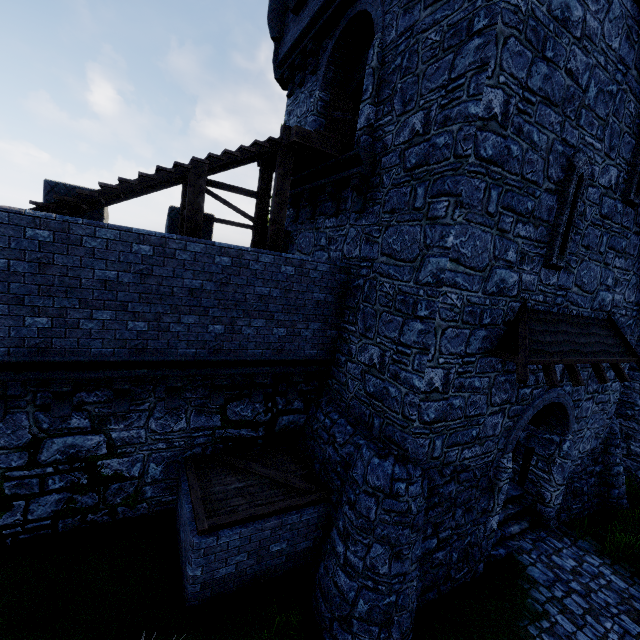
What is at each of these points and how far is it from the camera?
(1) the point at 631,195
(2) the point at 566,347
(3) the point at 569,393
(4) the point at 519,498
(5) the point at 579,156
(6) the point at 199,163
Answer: (1) window slit, 8.1 meters
(2) awning, 7.4 meters
(3) building, 9.0 meters
(4) stairs, 10.2 meters
(5) window slit, 6.8 meters
(6) stairs, 7.1 meters

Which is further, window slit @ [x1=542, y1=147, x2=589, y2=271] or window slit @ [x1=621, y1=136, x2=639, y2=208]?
window slit @ [x1=621, y1=136, x2=639, y2=208]

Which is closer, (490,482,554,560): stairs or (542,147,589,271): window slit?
(542,147,589,271): window slit

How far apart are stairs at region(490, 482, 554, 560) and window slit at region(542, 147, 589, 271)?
6.64m

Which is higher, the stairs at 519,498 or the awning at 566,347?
the awning at 566,347

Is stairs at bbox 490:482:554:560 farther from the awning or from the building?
the awning

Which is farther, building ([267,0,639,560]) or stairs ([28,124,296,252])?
stairs ([28,124,296,252])

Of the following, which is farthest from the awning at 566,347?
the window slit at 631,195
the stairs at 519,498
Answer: the stairs at 519,498
